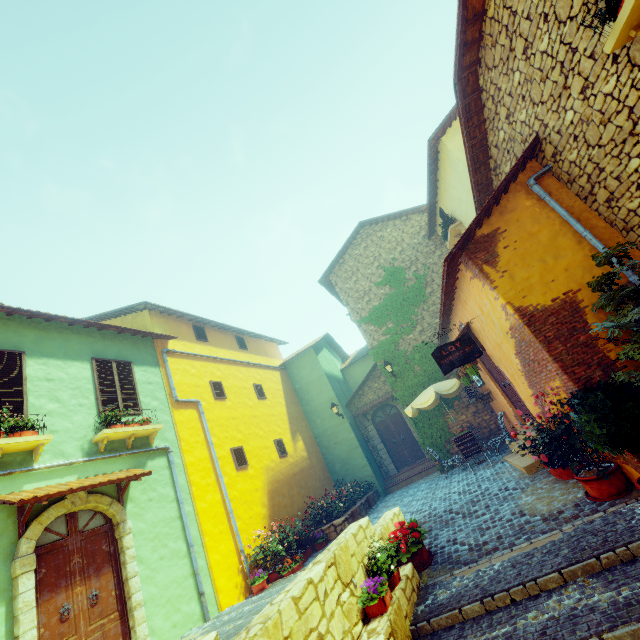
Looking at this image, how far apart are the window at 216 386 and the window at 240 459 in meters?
1.8 m

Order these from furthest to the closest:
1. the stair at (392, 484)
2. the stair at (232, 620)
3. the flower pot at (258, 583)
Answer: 1. the stair at (392, 484)
2. the flower pot at (258, 583)
3. the stair at (232, 620)

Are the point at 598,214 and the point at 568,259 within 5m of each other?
yes

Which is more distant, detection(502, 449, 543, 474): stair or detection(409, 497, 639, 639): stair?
detection(502, 449, 543, 474): stair

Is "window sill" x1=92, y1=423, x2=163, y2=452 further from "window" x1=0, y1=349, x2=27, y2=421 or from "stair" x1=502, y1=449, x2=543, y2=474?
"stair" x1=502, y1=449, x2=543, y2=474

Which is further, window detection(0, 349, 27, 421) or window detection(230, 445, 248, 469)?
window detection(230, 445, 248, 469)

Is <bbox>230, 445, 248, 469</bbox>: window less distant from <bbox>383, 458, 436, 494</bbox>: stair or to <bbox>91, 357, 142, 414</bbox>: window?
<bbox>91, 357, 142, 414</bbox>: window

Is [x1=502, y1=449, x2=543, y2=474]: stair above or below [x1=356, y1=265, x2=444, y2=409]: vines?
below
